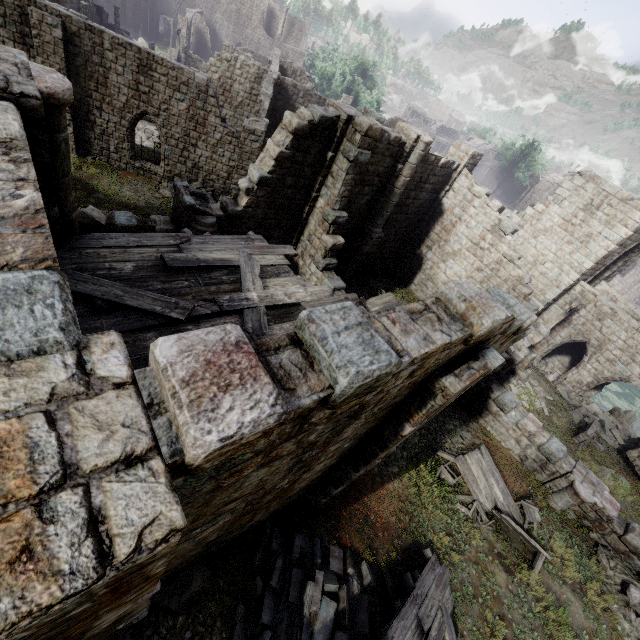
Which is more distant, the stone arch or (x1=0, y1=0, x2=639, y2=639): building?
the stone arch

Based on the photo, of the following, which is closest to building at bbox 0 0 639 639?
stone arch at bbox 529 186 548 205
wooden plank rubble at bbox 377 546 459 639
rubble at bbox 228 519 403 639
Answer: stone arch at bbox 529 186 548 205

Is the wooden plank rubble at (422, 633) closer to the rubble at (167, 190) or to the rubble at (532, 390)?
the rubble at (532, 390)

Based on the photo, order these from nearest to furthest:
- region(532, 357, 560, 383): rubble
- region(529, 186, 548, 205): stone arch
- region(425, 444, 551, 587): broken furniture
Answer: region(425, 444, 551, 587): broken furniture < region(532, 357, 560, 383): rubble < region(529, 186, 548, 205): stone arch

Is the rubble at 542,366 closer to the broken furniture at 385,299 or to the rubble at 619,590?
the rubble at 619,590

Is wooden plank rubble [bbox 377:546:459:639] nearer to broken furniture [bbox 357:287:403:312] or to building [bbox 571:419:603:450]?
broken furniture [bbox 357:287:403:312]

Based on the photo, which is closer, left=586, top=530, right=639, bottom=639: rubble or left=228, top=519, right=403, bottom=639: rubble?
left=228, top=519, right=403, bottom=639: rubble

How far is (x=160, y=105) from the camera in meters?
17.6 m
